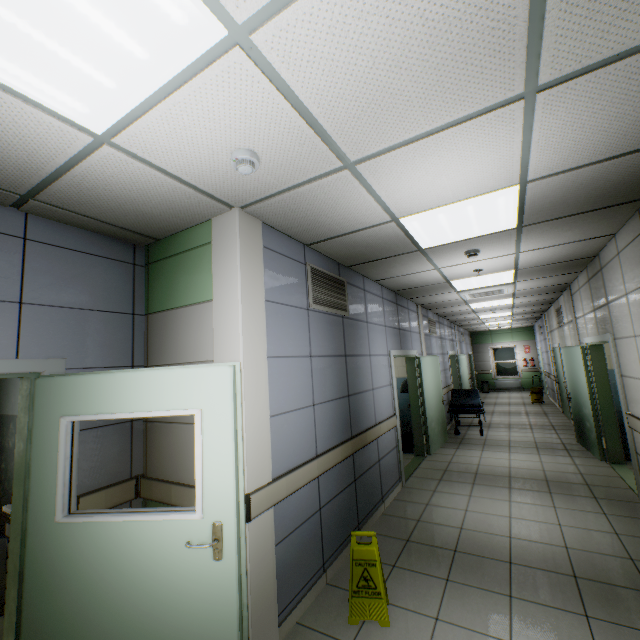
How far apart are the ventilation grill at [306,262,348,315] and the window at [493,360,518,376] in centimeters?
1618cm

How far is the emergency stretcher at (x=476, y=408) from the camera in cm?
785

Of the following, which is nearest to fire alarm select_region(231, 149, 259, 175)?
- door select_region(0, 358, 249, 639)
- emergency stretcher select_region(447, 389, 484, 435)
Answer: door select_region(0, 358, 249, 639)

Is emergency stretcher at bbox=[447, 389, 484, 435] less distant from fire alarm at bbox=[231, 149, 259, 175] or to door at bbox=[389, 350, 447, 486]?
door at bbox=[389, 350, 447, 486]

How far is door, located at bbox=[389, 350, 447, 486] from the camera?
5.4m

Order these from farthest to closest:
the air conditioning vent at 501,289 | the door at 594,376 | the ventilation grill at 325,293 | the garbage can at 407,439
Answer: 1. the garbage can at 407,439
2. the air conditioning vent at 501,289
3. the door at 594,376
4. the ventilation grill at 325,293

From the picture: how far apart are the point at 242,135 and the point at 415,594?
3.7m

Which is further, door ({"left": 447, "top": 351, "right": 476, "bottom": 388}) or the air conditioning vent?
door ({"left": 447, "top": 351, "right": 476, "bottom": 388})
